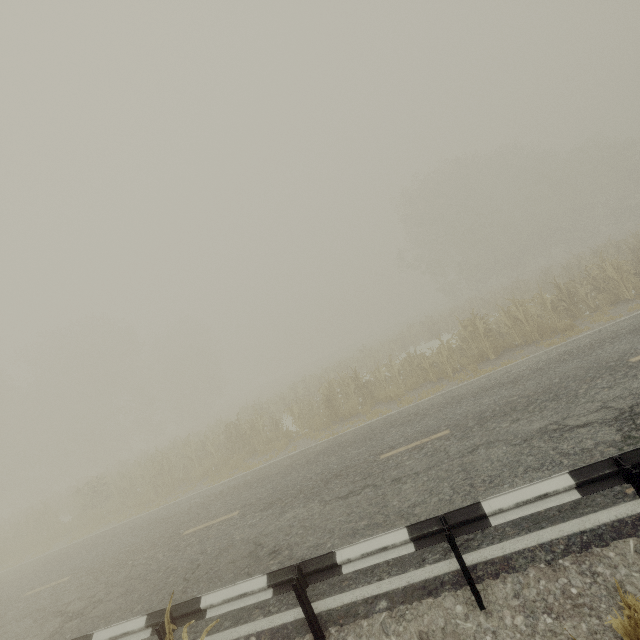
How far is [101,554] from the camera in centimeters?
1017cm

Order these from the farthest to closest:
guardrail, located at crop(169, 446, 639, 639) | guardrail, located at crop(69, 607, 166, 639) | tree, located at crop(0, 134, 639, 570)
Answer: tree, located at crop(0, 134, 639, 570)
guardrail, located at crop(69, 607, 166, 639)
guardrail, located at crop(169, 446, 639, 639)

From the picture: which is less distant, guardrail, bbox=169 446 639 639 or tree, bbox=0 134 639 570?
guardrail, bbox=169 446 639 639

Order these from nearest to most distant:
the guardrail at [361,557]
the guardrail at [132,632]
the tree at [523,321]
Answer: the guardrail at [361,557], the guardrail at [132,632], the tree at [523,321]

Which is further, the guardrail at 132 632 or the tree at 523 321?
the tree at 523 321

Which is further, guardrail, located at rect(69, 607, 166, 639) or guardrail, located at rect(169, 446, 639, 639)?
guardrail, located at rect(69, 607, 166, 639)
